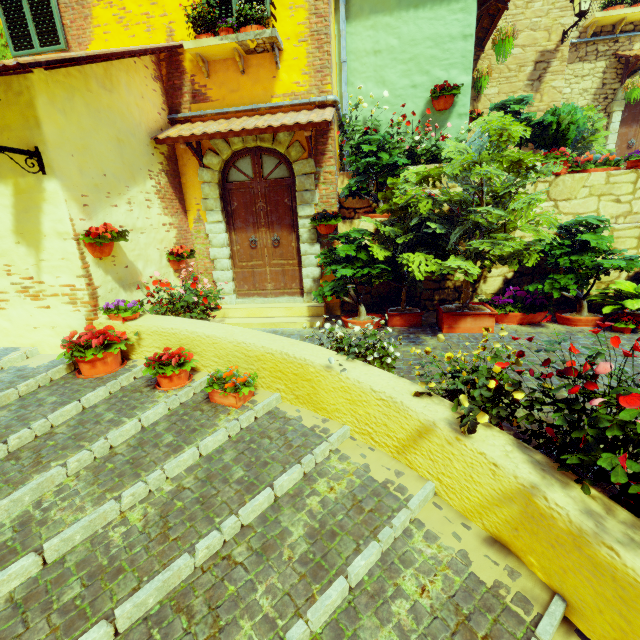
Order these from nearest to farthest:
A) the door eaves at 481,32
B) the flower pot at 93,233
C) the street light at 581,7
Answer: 1. the flower pot at 93,233
2. the door eaves at 481,32
3. the street light at 581,7

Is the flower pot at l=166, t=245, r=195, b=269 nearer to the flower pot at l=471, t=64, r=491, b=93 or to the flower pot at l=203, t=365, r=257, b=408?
the flower pot at l=203, t=365, r=257, b=408

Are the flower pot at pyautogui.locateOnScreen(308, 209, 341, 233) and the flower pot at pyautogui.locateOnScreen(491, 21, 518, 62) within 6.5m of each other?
yes

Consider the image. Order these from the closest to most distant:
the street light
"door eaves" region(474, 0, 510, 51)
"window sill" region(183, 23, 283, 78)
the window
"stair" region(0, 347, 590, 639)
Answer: "stair" region(0, 347, 590, 639) < "window sill" region(183, 23, 283, 78) < the window < "door eaves" region(474, 0, 510, 51) < the street light

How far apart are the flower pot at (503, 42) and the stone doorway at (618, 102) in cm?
476

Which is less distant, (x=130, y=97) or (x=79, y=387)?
(x=79, y=387)

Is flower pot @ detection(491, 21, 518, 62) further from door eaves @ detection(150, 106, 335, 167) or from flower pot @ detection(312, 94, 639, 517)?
door eaves @ detection(150, 106, 335, 167)

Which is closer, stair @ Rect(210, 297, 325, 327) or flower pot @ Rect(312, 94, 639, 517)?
flower pot @ Rect(312, 94, 639, 517)
